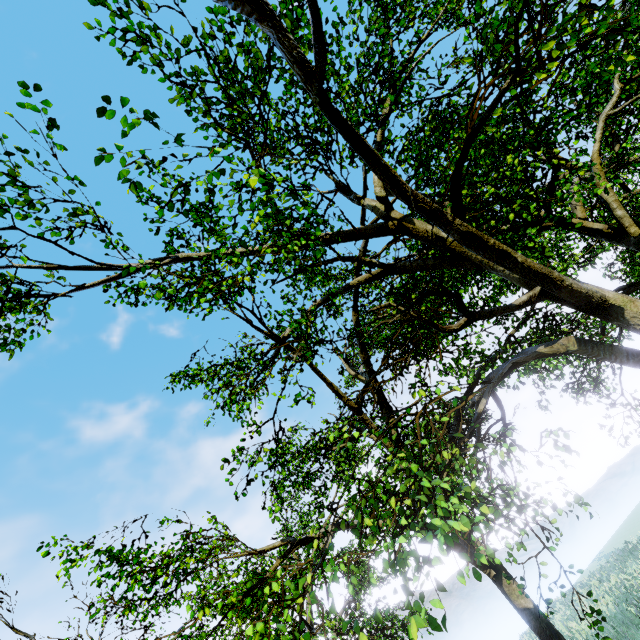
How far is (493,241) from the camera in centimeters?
498cm
